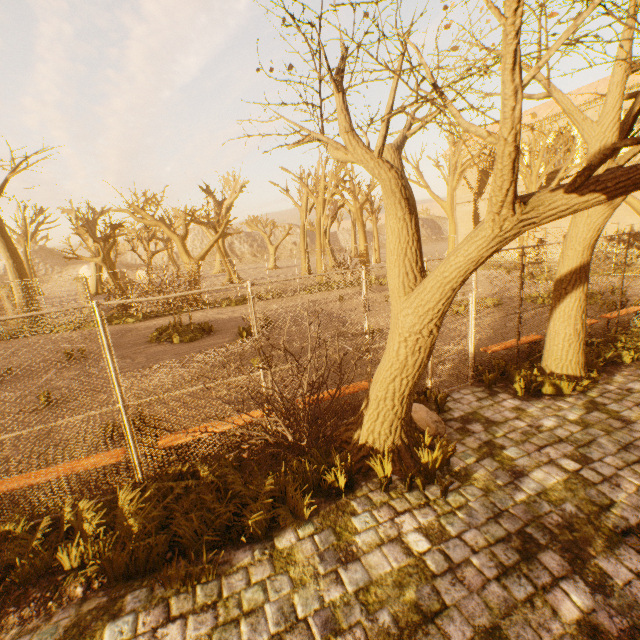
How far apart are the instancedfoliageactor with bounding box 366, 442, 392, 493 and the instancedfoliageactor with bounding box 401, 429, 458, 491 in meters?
0.5

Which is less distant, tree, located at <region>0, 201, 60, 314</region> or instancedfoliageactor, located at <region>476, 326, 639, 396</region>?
instancedfoliageactor, located at <region>476, 326, 639, 396</region>

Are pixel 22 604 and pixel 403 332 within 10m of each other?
yes

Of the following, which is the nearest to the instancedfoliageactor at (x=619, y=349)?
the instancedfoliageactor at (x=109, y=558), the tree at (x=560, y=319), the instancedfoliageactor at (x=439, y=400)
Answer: the tree at (x=560, y=319)

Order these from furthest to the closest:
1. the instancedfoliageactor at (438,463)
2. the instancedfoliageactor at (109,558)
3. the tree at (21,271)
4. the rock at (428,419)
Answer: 1. the tree at (21,271)
2. the rock at (428,419)
3. the instancedfoliageactor at (438,463)
4. the instancedfoliageactor at (109,558)

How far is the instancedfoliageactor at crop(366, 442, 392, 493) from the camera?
4.3m

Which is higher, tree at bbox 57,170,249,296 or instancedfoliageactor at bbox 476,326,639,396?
tree at bbox 57,170,249,296

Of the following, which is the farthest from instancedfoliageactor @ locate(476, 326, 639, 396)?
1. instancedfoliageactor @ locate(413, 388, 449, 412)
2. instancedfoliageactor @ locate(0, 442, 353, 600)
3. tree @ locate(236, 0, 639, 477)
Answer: instancedfoliageactor @ locate(0, 442, 353, 600)
